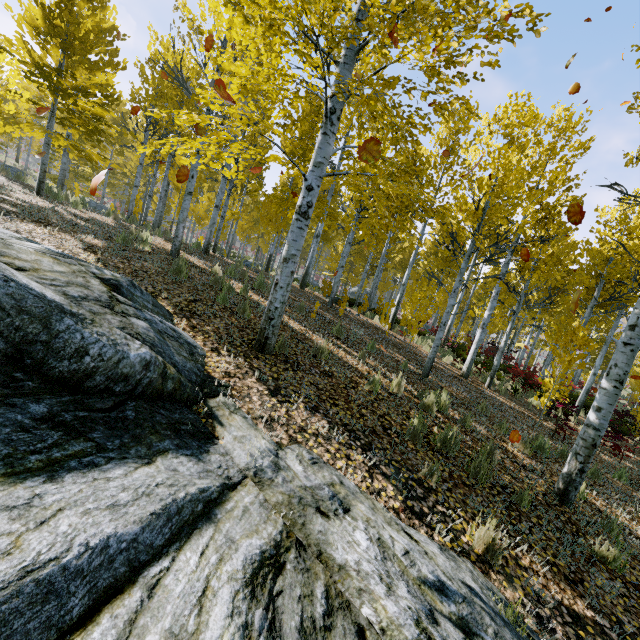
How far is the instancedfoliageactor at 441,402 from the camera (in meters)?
5.63

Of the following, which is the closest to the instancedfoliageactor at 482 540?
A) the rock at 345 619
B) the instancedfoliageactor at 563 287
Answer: the rock at 345 619

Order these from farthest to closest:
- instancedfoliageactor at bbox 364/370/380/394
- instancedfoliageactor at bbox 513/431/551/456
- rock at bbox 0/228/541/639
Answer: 1. instancedfoliageactor at bbox 513/431/551/456
2. instancedfoliageactor at bbox 364/370/380/394
3. rock at bbox 0/228/541/639

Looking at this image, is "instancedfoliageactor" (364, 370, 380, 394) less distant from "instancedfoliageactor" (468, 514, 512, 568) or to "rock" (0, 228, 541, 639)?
"rock" (0, 228, 541, 639)

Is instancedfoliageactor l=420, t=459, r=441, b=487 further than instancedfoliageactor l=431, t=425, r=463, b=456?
No

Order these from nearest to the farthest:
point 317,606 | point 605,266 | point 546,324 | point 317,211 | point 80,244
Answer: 1. point 317,606
2. point 80,244
3. point 317,211
4. point 605,266
5. point 546,324

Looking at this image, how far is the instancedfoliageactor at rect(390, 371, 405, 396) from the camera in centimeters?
575cm
